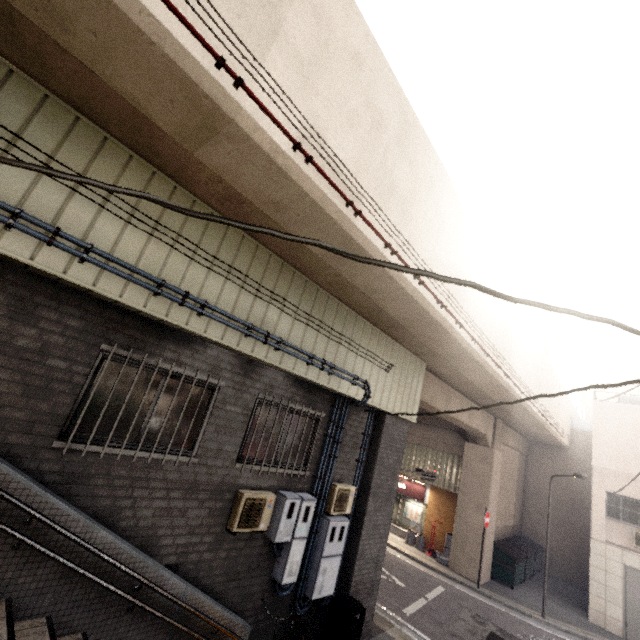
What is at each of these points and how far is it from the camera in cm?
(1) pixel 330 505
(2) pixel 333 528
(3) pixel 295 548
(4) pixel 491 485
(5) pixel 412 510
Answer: (1) air conditioner, 692
(2) electrical box, 683
(3) electrical box, 605
(4) concrete pillar, 1463
(5) sign, 1722

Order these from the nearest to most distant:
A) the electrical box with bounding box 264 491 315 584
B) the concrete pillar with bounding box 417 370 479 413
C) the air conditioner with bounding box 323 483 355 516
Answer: the electrical box with bounding box 264 491 315 584
the air conditioner with bounding box 323 483 355 516
the concrete pillar with bounding box 417 370 479 413

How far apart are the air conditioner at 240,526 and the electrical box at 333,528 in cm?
158

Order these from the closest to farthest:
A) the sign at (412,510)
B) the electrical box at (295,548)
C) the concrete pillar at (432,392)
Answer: the electrical box at (295,548) → the concrete pillar at (432,392) → the sign at (412,510)

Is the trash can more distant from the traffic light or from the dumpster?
the dumpster

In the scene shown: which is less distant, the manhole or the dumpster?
the manhole

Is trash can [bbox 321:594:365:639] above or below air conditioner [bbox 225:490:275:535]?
below

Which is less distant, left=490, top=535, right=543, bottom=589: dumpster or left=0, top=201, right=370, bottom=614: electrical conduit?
left=0, top=201, right=370, bottom=614: electrical conduit
